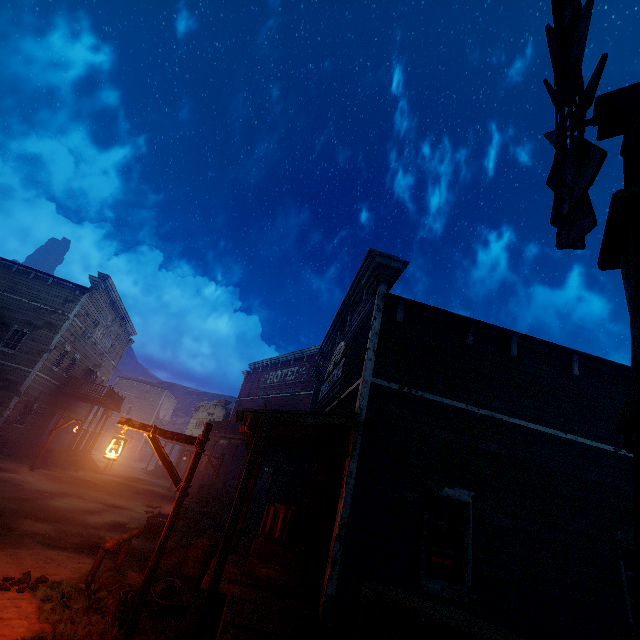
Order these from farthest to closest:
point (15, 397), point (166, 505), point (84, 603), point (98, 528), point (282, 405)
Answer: point (282, 405)
point (15, 397)
point (166, 505)
point (98, 528)
point (84, 603)

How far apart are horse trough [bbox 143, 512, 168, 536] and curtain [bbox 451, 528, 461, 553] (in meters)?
10.12

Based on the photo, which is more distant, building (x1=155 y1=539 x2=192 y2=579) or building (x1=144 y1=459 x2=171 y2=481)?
building (x1=144 y1=459 x2=171 y2=481)

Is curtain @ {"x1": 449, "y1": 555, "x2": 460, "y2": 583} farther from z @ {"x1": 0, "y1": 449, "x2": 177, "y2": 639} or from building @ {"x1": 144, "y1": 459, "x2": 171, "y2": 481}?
z @ {"x1": 0, "y1": 449, "x2": 177, "y2": 639}

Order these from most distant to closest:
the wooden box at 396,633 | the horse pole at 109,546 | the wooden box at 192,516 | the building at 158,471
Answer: the building at 158,471
the wooden box at 192,516
the horse pole at 109,546
the wooden box at 396,633

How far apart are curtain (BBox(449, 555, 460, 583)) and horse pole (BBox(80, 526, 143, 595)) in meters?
6.5

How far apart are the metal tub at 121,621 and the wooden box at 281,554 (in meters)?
1.08

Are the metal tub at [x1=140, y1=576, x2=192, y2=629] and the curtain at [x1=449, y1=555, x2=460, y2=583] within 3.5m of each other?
no
